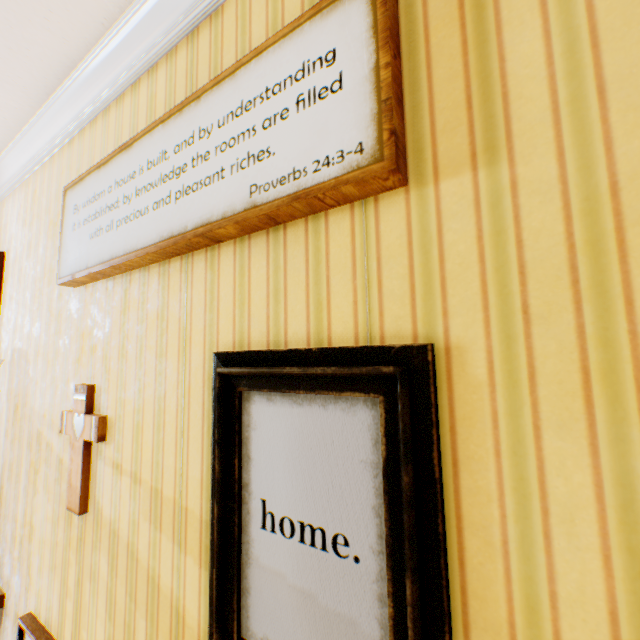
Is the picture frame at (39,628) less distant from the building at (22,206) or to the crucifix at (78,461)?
the building at (22,206)

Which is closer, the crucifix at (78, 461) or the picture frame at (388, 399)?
the picture frame at (388, 399)

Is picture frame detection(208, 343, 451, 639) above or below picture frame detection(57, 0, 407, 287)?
below

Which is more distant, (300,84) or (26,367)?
(26,367)

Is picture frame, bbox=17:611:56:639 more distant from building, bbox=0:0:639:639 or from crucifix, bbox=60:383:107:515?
crucifix, bbox=60:383:107:515

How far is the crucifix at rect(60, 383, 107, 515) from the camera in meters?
1.6

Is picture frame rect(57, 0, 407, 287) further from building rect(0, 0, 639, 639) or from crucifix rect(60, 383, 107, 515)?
crucifix rect(60, 383, 107, 515)
